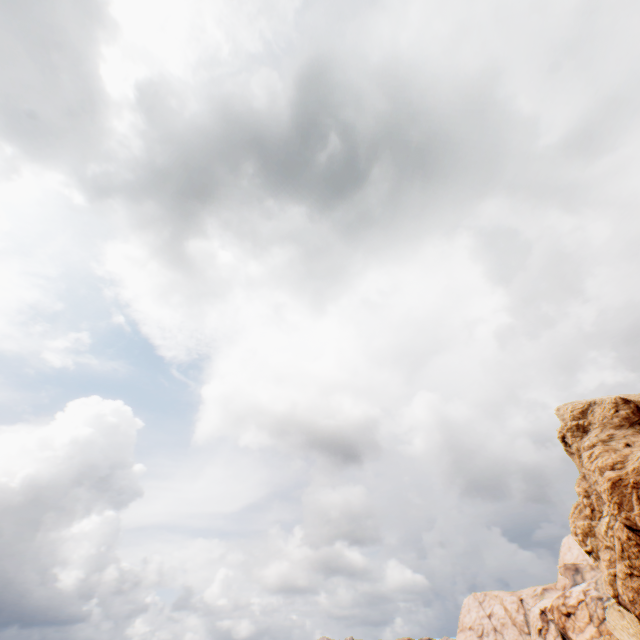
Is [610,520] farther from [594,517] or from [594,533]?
[594,533]
